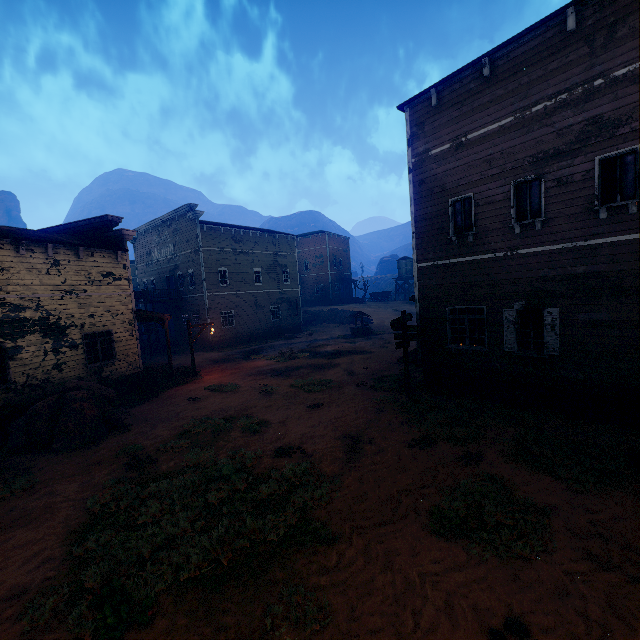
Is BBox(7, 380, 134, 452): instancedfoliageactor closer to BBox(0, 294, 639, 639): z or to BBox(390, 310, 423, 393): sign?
BBox(0, 294, 639, 639): z

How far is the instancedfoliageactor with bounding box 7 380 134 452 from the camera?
10.17m

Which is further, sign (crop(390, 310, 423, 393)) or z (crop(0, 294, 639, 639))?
sign (crop(390, 310, 423, 393))

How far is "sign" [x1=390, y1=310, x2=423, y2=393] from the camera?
11.91m

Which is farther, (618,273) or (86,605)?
(618,273)

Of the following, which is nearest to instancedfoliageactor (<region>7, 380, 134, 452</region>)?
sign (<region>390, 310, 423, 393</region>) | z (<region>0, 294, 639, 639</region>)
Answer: z (<region>0, 294, 639, 639</region>)

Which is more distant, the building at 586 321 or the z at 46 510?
the building at 586 321

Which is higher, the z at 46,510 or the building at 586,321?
the building at 586,321
